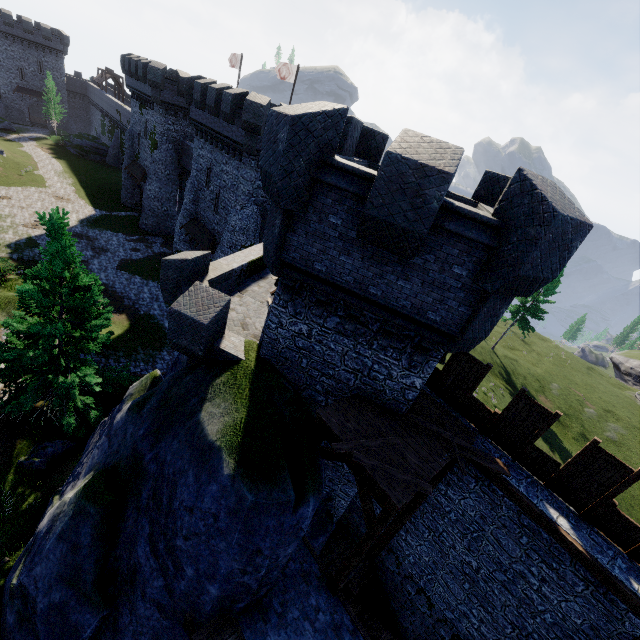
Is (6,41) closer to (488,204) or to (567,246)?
(488,204)

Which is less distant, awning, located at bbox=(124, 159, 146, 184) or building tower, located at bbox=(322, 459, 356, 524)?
building tower, located at bbox=(322, 459, 356, 524)

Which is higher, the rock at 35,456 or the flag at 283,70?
the flag at 283,70

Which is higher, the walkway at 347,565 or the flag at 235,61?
the flag at 235,61

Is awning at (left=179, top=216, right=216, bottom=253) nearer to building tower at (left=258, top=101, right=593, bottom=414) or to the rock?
building tower at (left=258, top=101, right=593, bottom=414)

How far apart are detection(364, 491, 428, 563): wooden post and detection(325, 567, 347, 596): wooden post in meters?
3.1

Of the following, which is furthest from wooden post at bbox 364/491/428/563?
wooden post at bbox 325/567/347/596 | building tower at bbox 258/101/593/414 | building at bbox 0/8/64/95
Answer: building at bbox 0/8/64/95

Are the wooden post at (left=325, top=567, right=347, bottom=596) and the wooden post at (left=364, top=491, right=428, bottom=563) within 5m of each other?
yes
